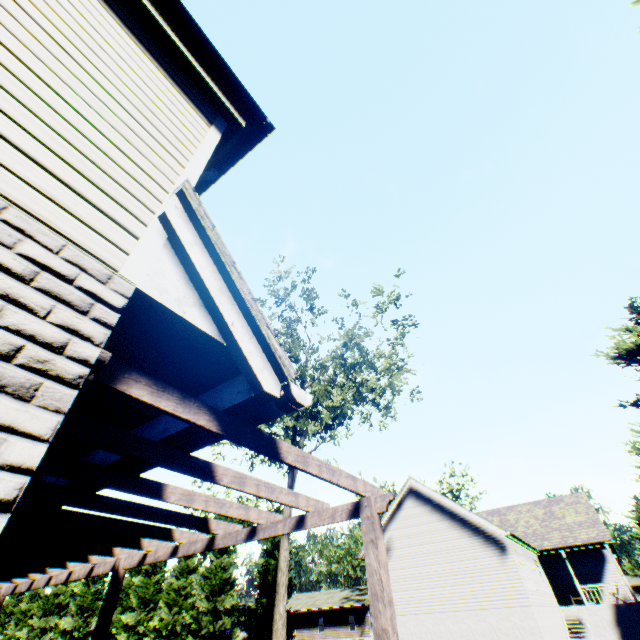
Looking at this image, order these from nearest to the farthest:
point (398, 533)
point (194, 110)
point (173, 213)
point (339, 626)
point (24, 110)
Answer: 1. point (24, 110)
2. point (173, 213)
3. point (194, 110)
4. point (398, 533)
5. point (339, 626)

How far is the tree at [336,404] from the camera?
19.3 meters

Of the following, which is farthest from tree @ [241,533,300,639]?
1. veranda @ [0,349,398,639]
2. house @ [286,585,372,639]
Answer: veranda @ [0,349,398,639]

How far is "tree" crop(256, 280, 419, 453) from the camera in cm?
1927

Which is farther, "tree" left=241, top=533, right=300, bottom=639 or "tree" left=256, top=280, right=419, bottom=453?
"tree" left=256, top=280, right=419, bottom=453

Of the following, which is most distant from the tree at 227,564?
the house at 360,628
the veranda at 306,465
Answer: the veranda at 306,465

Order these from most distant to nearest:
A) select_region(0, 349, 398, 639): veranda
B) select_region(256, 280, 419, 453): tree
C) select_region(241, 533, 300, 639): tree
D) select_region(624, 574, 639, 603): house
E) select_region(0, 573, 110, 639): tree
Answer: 1. select_region(0, 573, 110, 639): tree
2. select_region(624, 574, 639, 603): house
3. select_region(256, 280, 419, 453): tree
4. select_region(241, 533, 300, 639): tree
5. select_region(0, 349, 398, 639): veranda
